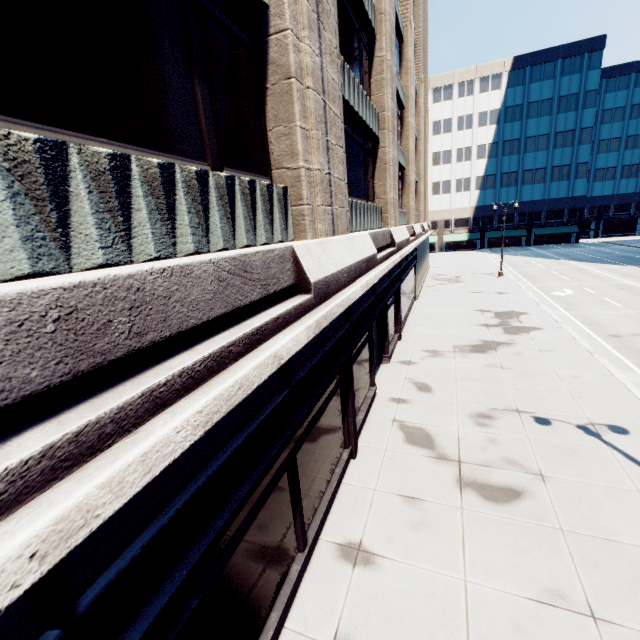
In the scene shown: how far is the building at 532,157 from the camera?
53.3 meters

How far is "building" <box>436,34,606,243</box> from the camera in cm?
5334

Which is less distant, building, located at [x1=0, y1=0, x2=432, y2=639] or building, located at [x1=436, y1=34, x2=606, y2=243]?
building, located at [x1=0, y1=0, x2=432, y2=639]

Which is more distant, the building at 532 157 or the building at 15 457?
the building at 532 157

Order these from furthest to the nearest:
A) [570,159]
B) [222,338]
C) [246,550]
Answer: [570,159] → [246,550] → [222,338]
